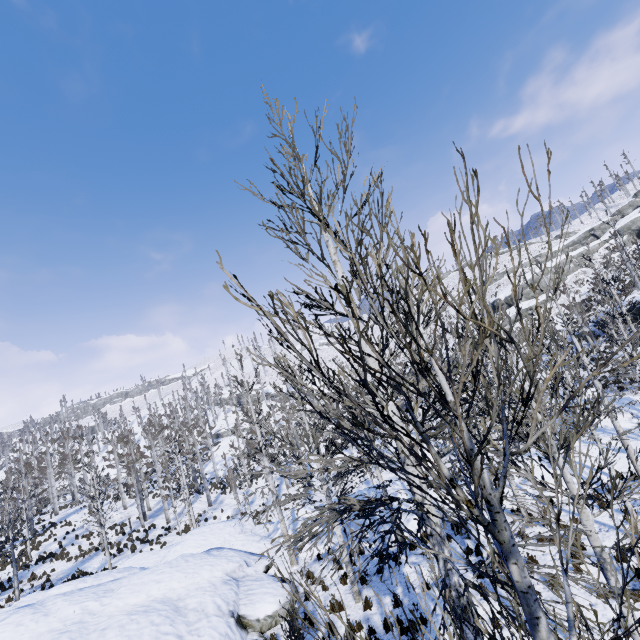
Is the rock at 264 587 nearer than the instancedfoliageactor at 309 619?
No

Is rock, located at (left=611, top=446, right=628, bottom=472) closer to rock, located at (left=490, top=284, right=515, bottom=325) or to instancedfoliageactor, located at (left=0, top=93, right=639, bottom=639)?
instancedfoliageactor, located at (left=0, top=93, right=639, bottom=639)

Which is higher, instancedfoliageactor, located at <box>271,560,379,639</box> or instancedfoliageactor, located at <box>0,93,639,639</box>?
instancedfoliageactor, located at <box>0,93,639,639</box>

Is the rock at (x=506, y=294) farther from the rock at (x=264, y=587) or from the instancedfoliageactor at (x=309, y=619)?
the rock at (x=264, y=587)

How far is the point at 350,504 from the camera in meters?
4.7 m

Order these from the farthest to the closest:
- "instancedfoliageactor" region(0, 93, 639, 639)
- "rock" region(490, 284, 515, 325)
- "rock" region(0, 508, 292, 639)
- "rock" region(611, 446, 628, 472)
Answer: "rock" region(490, 284, 515, 325)
"rock" region(611, 446, 628, 472)
"rock" region(0, 508, 292, 639)
"instancedfoliageactor" region(0, 93, 639, 639)
